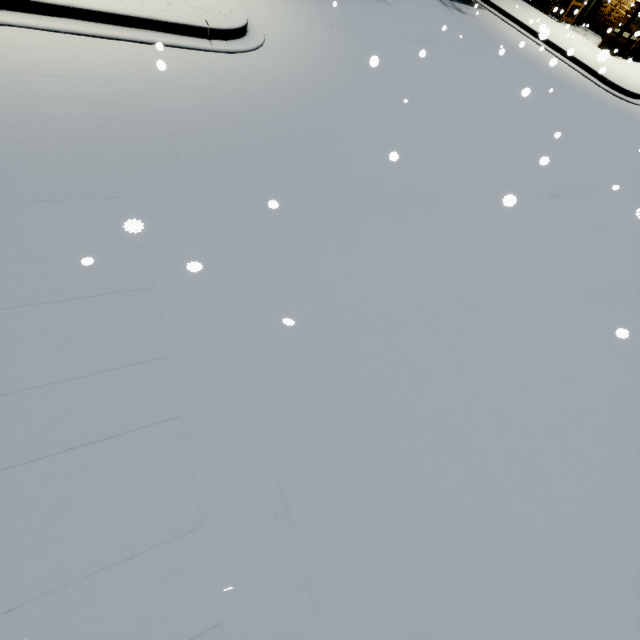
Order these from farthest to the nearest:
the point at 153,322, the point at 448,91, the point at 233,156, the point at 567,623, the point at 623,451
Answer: the point at 448,91 < the point at 233,156 < the point at 623,451 < the point at 153,322 < the point at 567,623
